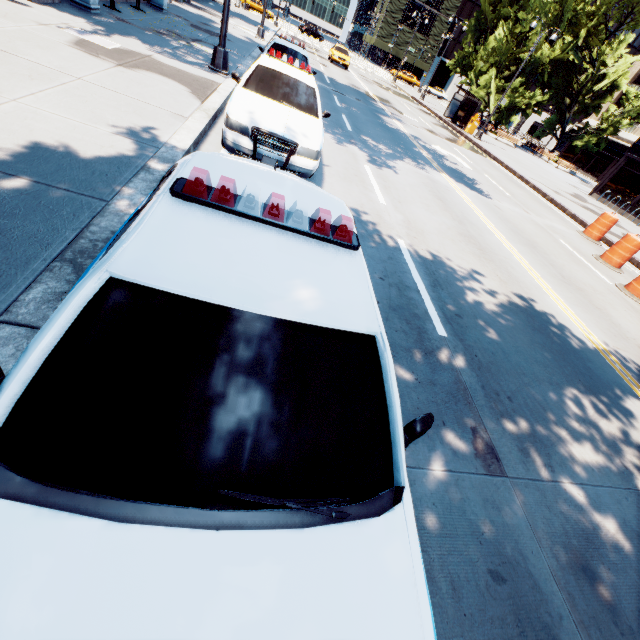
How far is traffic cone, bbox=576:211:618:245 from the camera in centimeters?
1261cm

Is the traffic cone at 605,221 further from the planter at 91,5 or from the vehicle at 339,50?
the vehicle at 339,50

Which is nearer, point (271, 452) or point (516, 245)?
point (271, 452)

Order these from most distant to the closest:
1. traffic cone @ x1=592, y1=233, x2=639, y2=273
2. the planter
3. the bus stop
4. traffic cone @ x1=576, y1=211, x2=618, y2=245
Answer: the bus stop, traffic cone @ x1=576, y1=211, x2=618, y2=245, traffic cone @ x1=592, y1=233, x2=639, y2=273, the planter

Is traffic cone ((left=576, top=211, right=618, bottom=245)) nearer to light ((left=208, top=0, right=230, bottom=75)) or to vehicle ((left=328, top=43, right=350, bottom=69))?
light ((left=208, top=0, right=230, bottom=75))

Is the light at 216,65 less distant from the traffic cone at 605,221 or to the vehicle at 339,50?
the traffic cone at 605,221

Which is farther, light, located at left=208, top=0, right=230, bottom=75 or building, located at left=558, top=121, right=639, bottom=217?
building, located at left=558, top=121, right=639, bottom=217

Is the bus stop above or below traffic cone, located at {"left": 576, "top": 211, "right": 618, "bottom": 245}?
above
